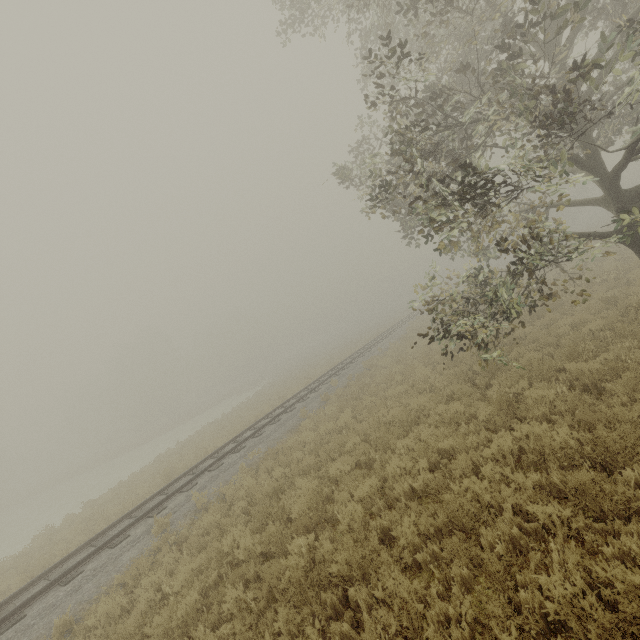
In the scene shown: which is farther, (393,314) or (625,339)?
(393,314)
